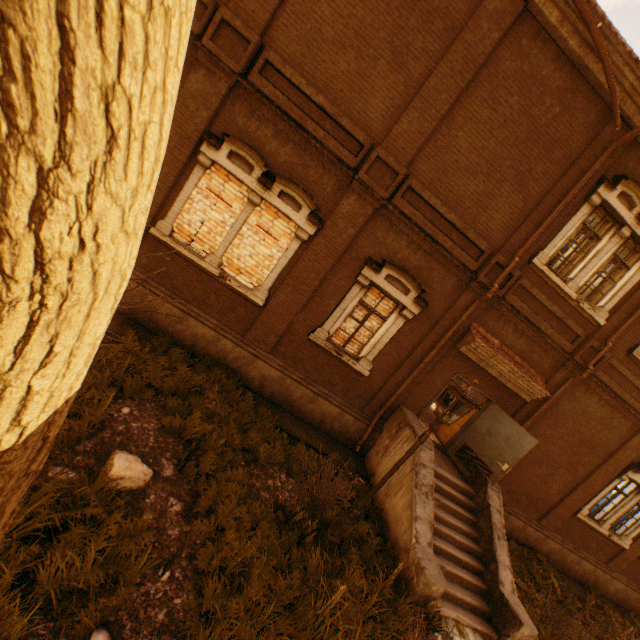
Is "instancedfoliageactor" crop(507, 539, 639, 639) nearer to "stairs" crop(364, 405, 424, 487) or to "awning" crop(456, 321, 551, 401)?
"stairs" crop(364, 405, 424, 487)

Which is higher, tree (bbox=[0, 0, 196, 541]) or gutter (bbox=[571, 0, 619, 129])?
gutter (bbox=[571, 0, 619, 129])

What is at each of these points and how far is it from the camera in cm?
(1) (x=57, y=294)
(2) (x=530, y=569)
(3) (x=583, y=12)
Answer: (1) tree, 99
(2) instancedfoliageactor, 1005
(3) gutter, 618

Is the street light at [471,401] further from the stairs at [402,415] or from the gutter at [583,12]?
the gutter at [583,12]

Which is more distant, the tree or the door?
the door

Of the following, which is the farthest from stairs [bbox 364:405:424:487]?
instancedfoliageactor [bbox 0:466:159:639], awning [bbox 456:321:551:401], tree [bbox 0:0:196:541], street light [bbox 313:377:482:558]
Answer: instancedfoliageactor [bbox 0:466:159:639]

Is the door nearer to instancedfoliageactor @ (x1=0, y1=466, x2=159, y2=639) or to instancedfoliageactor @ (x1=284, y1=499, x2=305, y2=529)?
instancedfoliageactor @ (x1=284, y1=499, x2=305, y2=529)

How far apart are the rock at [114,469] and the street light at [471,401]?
3.0 meters
